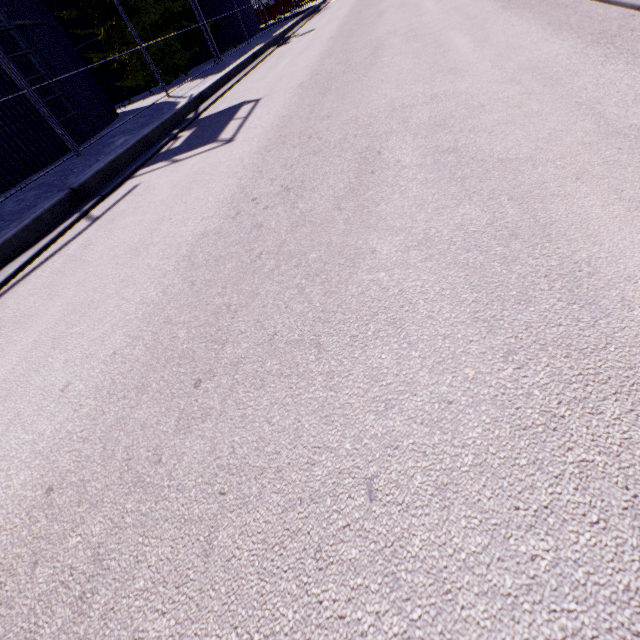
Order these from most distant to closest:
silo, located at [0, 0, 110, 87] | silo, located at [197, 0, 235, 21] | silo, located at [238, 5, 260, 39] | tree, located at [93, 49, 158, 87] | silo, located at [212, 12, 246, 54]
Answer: silo, located at [238, 5, 260, 39] → silo, located at [212, 12, 246, 54] → silo, located at [197, 0, 235, 21] → tree, located at [93, 49, 158, 87] → silo, located at [0, 0, 110, 87]

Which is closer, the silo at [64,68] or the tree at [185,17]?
the silo at [64,68]

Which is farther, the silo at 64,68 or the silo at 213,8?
the silo at 213,8

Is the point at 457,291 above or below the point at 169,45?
below

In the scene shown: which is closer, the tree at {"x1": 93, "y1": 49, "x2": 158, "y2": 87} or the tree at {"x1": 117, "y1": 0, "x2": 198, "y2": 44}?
the tree at {"x1": 117, "y1": 0, "x2": 198, "y2": 44}

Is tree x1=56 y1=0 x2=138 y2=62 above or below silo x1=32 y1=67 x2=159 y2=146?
above

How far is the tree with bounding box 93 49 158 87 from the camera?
15.91m
